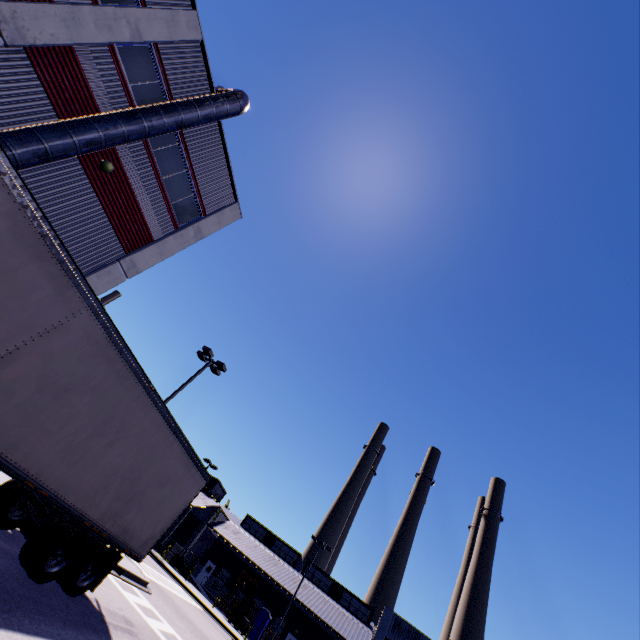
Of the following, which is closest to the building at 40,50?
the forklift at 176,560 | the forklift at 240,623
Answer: the forklift at 176,560

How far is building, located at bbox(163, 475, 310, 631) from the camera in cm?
4103

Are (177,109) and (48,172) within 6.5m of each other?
yes

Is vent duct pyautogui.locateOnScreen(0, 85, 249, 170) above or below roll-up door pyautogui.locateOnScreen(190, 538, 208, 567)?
above

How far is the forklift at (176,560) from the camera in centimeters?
3631cm

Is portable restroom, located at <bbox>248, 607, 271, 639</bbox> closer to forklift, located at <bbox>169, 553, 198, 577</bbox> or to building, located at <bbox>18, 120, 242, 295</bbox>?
building, located at <bbox>18, 120, 242, 295</bbox>

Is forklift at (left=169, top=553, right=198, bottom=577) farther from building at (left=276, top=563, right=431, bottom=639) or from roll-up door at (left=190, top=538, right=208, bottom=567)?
roll-up door at (left=190, top=538, right=208, bottom=567)

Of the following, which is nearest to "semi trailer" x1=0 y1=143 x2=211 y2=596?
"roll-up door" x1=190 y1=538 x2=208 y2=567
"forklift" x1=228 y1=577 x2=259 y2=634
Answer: "roll-up door" x1=190 y1=538 x2=208 y2=567
